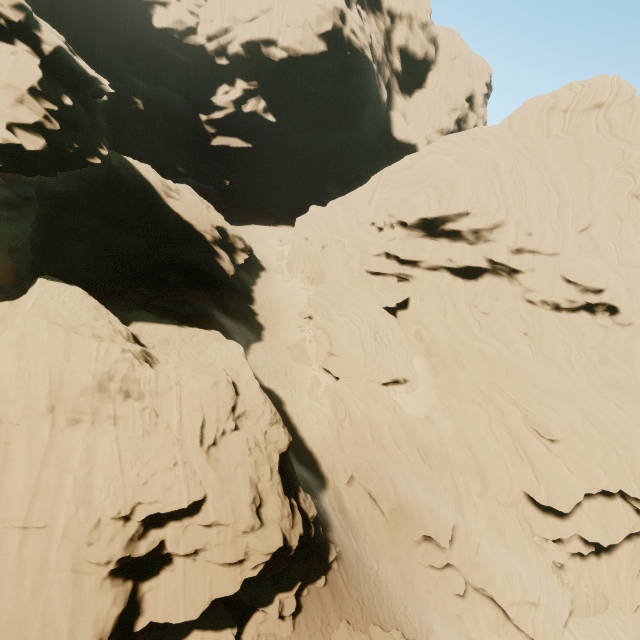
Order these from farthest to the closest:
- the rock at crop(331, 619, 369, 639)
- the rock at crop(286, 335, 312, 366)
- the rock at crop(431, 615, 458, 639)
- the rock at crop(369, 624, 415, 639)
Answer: the rock at crop(286, 335, 312, 366), the rock at crop(431, 615, 458, 639), the rock at crop(331, 619, 369, 639), the rock at crop(369, 624, 415, 639)

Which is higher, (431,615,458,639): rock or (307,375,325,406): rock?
(307,375,325,406): rock

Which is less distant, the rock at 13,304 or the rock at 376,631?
the rock at 13,304

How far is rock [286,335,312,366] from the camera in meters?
32.0 m

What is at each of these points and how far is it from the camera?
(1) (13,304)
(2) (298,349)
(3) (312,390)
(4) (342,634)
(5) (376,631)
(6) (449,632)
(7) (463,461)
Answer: (1) rock, 16.53m
(2) rock, 32.75m
(3) rock, 29.84m
(4) rock, 18.00m
(5) rock, 19.16m
(6) rock, 21.86m
(7) rock, 26.09m

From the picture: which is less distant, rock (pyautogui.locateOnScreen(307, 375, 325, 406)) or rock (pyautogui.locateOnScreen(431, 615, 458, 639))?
rock (pyautogui.locateOnScreen(431, 615, 458, 639))
